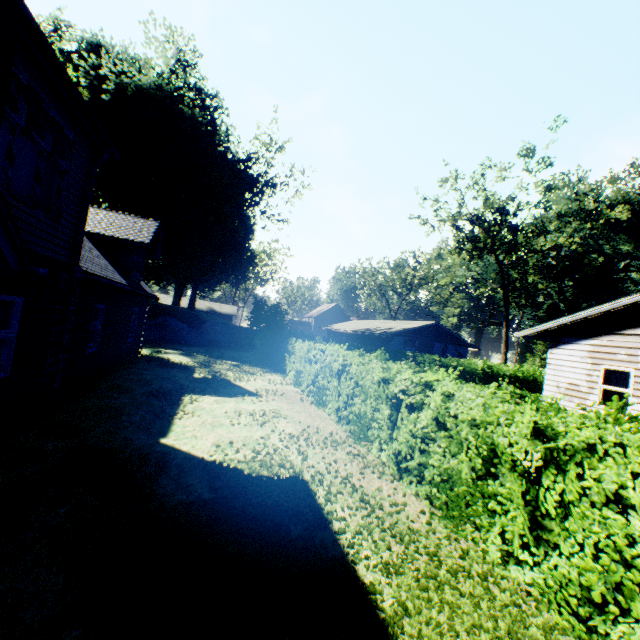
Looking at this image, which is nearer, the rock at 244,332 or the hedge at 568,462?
the hedge at 568,462

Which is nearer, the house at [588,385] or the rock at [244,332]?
the house at [588,385]

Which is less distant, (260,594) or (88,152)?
(260,594)

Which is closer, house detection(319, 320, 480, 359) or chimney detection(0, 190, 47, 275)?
chimney detection(0, 190, 47, 275)

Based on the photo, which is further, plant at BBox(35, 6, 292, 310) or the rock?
plant at BBox(35, 6, 292, 310)

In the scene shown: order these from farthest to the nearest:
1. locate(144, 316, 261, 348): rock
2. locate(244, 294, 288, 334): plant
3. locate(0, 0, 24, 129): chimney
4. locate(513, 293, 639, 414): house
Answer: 1. locate(244, 294, 288, 334): plant
2. locate(144, 316, 261, 348): rock
3. locate(513, 293, 639, 414): house
4. locate(0, 0, 24, 129): chimney

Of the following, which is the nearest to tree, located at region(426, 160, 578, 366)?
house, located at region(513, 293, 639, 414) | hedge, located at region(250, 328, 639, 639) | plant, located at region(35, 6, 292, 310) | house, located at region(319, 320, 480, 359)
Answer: house, located at region(319, 320, 480, 359)
